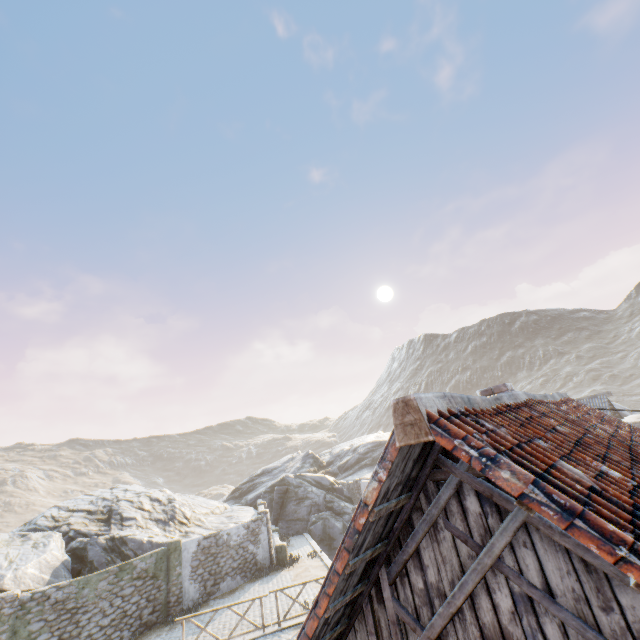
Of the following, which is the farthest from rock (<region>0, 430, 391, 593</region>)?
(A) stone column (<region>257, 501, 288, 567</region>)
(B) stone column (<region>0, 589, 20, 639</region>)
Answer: (A) stone column (<region>257, 501, 288, 567</region>)

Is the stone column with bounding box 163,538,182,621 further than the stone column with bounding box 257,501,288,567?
No

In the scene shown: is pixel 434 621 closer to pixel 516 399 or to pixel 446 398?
pixel 446 398

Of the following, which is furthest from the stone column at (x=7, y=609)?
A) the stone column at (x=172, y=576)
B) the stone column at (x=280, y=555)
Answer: the stone column at (x=280, y=555)

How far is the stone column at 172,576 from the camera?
15.57m

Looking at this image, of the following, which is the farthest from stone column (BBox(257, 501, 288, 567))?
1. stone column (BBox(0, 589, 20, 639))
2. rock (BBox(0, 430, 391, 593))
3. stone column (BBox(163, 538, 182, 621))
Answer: stone column (BBox(0, 589, 20, 639))

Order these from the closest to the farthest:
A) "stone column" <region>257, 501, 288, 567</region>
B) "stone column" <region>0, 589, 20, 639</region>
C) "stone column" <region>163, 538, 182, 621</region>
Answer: "stone column" <region>0, 589, 20, 639</region>, "stone column" <region>163, 538, 182, 621</region>, "stone column" <region>257, 501, 288, 567</region>

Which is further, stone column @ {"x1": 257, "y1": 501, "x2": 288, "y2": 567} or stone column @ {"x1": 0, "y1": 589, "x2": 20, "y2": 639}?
stone column @ {"x1": 257, "y1": 501, "x2": 288, "y2": 567}
